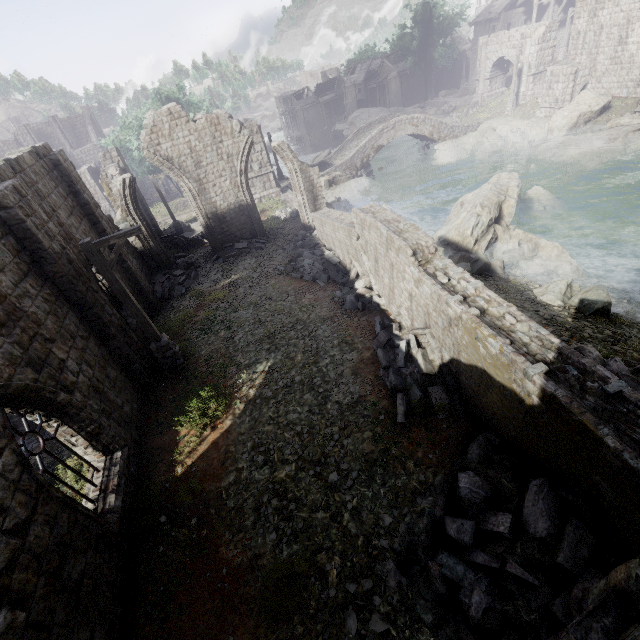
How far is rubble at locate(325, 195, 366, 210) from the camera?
26.03m

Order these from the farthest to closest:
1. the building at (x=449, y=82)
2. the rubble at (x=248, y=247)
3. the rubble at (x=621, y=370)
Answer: the building at (x=449, y=82)
the rubble at (x=248, y=247)
the rubble at (x=621, y=370)

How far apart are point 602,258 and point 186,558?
19.7 meters

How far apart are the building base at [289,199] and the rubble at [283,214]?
0.0 meters

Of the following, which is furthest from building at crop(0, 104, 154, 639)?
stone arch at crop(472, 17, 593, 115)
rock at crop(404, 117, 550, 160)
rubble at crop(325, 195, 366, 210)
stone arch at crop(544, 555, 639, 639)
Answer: rubble at crop(325, 195, 366, 210)

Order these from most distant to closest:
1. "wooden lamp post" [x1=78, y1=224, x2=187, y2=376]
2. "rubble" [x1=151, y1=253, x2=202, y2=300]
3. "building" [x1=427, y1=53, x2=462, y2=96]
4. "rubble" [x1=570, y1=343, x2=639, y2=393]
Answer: "building" [x1=427, y1=53, x2=462, y2=96]
"rubble" [x1=151, y1=253, x2=202, y2=300]
"wooden lamp post" [x1=78, y1=224, x2=187, y2=376]
"rubble" [x1=570, y1=343, x2=639, y2=393]

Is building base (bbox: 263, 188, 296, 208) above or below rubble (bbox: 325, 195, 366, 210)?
above

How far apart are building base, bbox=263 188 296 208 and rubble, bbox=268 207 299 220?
0.01m
